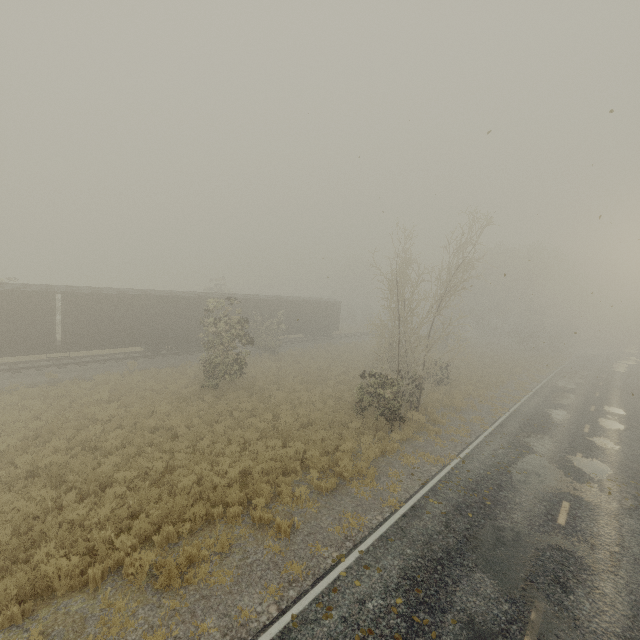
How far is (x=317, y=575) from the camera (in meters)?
7.56
